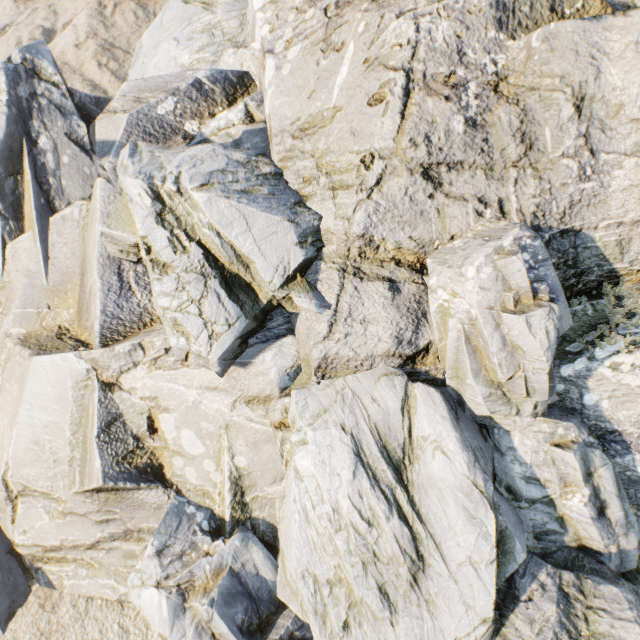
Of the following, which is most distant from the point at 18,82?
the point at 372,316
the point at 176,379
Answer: the point at 372,316
